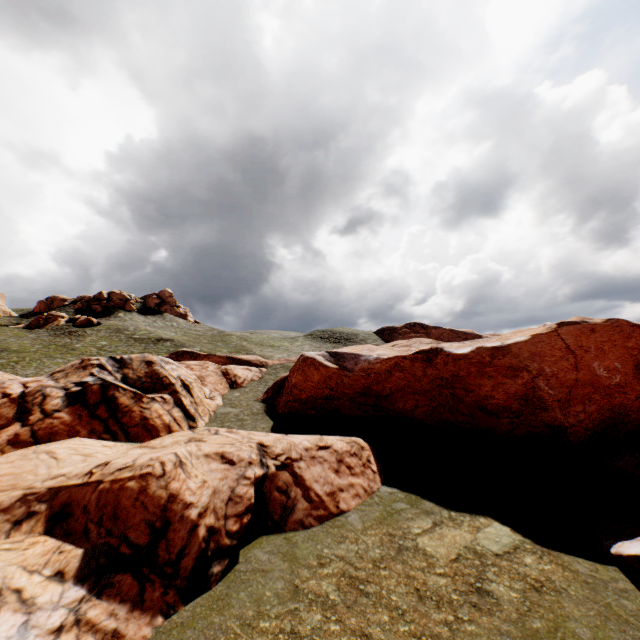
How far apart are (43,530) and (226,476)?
6.0m

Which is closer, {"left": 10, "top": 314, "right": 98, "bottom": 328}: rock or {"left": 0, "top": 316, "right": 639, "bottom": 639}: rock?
{"left": 0, "top": 316, "right": 639, "bottom": 639}: rock

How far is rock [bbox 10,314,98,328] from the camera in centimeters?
5759cm

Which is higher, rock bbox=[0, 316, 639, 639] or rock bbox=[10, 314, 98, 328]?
rock bbox=[10, 314, 98, 328]

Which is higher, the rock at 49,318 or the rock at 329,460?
the rock at 49,318

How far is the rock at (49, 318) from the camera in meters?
57.6
